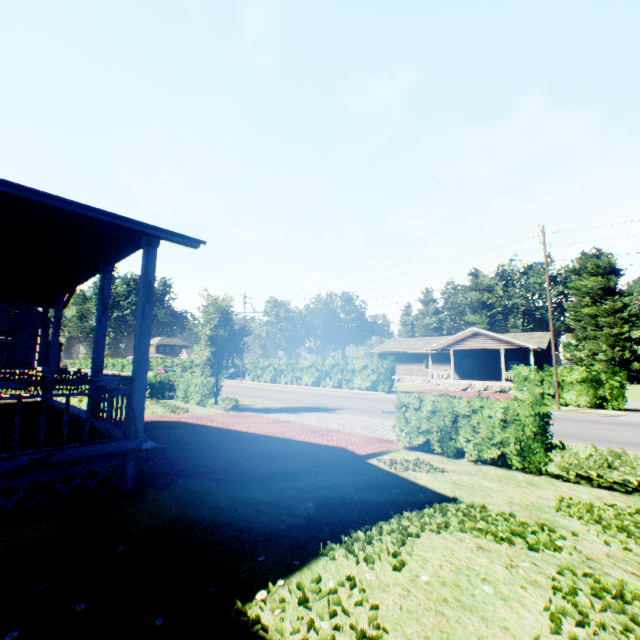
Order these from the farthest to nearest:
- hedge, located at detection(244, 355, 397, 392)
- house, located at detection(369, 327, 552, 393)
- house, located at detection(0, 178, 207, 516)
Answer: house, located at detection(369, 327, 552, 393) < hedge, located at detection(244, 355, 397, 392) < house, located at detection(0, 178, 207, 516)

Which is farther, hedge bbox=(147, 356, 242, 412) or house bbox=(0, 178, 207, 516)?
hedge bbox=(147, 356, 242, 412)

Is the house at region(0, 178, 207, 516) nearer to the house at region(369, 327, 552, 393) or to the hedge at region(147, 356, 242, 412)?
the hedge at region(147, 356, 242, 412)

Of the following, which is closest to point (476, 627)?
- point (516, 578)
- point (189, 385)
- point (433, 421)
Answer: point (516, 578)

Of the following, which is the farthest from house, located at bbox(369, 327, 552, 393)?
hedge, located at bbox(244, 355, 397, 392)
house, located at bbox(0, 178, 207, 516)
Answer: house, located at bbox(0, 178, 207, 516)

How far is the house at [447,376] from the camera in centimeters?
3281cm

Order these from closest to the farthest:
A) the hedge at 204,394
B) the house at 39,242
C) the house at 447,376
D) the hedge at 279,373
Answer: the house at 39,242 < the hedge at 204,394 < the hedge at 279,373 < the house at 447,376
